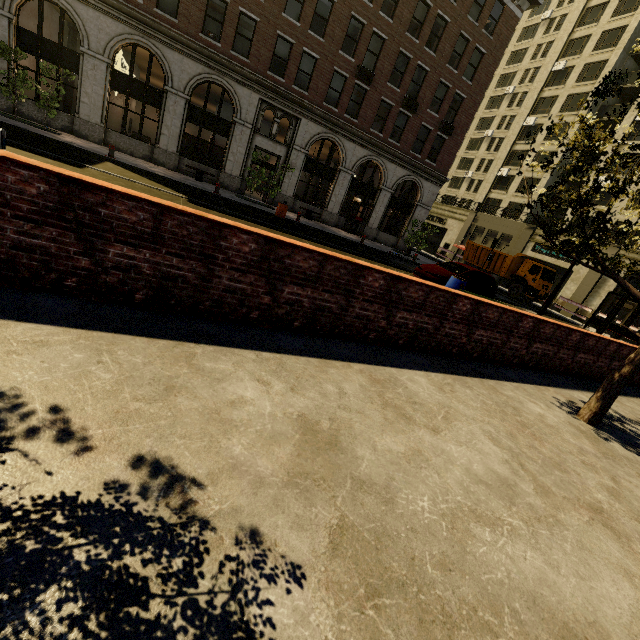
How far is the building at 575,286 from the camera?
28.0m

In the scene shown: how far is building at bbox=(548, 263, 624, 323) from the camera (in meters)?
27.98

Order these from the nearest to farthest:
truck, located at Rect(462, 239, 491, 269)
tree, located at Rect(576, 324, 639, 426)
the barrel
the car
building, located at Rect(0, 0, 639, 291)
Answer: tree, located at Rect(576, 324, 639, 426), the barrel, the car, building, located at Rect(0, 0, 639, 291), truck, located at Rect(462, 239, 491, 269)

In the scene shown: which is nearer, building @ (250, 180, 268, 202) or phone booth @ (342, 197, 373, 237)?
building @ (250, 180, 268, 202)

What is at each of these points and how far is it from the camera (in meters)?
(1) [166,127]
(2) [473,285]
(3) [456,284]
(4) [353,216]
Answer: (1) building, 19.34
(2) car, 13.92
(3) barrel, 11.38
(4) phone booth, 25.19

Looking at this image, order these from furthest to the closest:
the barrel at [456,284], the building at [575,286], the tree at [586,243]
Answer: the building at [575,286], the barrel at [456,284], the tree at [586,243]

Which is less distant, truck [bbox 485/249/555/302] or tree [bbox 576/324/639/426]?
tree [bbox 576/324/639/426]

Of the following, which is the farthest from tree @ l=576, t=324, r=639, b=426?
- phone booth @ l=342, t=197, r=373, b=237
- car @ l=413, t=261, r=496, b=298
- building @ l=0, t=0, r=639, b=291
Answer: car @ l=413, t=261, r=496, b=298
